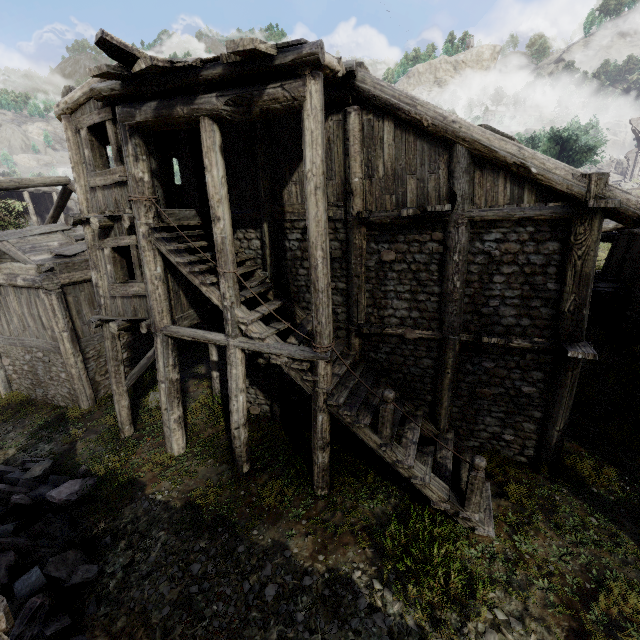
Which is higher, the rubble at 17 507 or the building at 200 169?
the building at 200 169

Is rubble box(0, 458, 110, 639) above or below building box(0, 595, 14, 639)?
below

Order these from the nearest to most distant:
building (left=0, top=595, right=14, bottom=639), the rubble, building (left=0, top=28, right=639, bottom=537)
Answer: building (left=0, top=595, right=14, bottom=639)
the rubble
building (left=0, top=28, right=639, bottom=537)

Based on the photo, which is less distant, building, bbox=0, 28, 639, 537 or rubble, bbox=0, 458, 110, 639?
rubble, bbox=0, 458, 110, 639

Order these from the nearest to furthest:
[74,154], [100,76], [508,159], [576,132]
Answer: [100,76]
[508,159]
[74,154]
[576,132]

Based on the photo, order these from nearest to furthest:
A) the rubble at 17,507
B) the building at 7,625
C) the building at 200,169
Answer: the building at 7,625, the rubble at 17,507, the building at 200,169

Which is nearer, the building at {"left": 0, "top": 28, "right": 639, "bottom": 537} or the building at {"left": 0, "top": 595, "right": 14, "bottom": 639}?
the building at {"left": 0, "top": 595, "right": 14, "bottom": 639}
